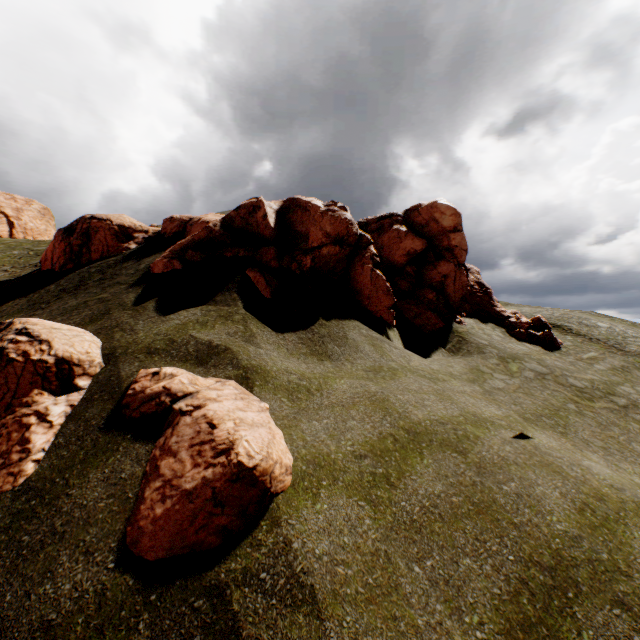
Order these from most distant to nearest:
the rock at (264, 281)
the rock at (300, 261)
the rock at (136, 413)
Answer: the rock at (300, 261) < the rock at (264, 281) < the rock at (136, 413)

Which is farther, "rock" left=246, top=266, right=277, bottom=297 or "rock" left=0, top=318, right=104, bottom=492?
"rock" left=246, top=266, right=277, bottom=297

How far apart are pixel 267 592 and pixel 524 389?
14.0m

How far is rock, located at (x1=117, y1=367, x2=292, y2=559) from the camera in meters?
5.1

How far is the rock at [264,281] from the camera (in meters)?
12.65

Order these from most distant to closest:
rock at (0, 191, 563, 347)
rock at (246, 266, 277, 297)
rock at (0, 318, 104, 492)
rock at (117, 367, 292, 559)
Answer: rock at (0, 191, 563, 347)
rock at (246, 266, 277, 297)
rock at (0, 318, 104, 492)
rock at (117, 367, 292, 559)
